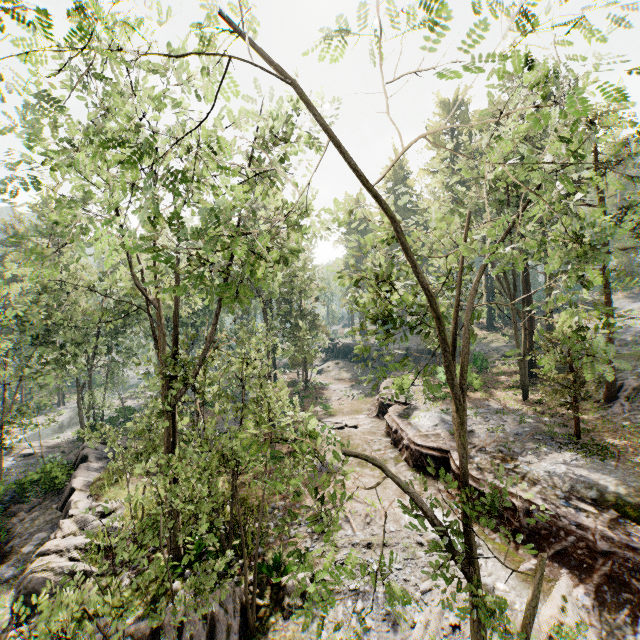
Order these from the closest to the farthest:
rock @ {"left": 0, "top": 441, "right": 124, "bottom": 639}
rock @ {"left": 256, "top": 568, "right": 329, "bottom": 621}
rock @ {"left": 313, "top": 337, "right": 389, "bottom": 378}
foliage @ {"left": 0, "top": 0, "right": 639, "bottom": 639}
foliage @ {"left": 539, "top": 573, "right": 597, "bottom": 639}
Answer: foliage @ {"left": 0, "top": 0, "right": 639, "bottom": 639} → foliage @ {"left": 539, "top": 573, "right": 597, "bottom": 639} → rock @ {"left": 256, "top": 568, "right": 329, "bottom": 621} → rock @ {"left": 0, "top": 441, "right": 124, "bottom": 639} → rock @ {"left": 313, "top": 337, "right": 389, "bottom": 378}

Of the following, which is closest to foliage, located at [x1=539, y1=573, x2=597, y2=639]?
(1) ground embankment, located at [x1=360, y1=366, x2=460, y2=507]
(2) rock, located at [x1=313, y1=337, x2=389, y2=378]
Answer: (1) ground embankment, located at [x1=360, y1=366, x2=460, y2=507]

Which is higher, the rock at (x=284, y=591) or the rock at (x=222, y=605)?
the rock at (x=222, y=605)

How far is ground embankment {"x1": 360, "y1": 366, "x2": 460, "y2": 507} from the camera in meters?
16.4 m

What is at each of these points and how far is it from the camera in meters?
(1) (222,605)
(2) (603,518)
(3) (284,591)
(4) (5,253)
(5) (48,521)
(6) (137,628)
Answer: (1) rock, 9.9
(2) ground embankment, 10.9
(3) rock, 11.2
(4) foliage, 51.1
(5) rock, 18.6
(6) rock, 9.3

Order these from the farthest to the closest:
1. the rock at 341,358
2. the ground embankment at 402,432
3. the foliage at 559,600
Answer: the rock at 341,358 < the ground embankment at 402,432 < the foliage at 559,600

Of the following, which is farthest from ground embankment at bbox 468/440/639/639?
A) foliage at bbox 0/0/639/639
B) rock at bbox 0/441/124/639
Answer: rock at bbox 0/441/124/639

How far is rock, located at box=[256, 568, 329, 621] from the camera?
10.86m
